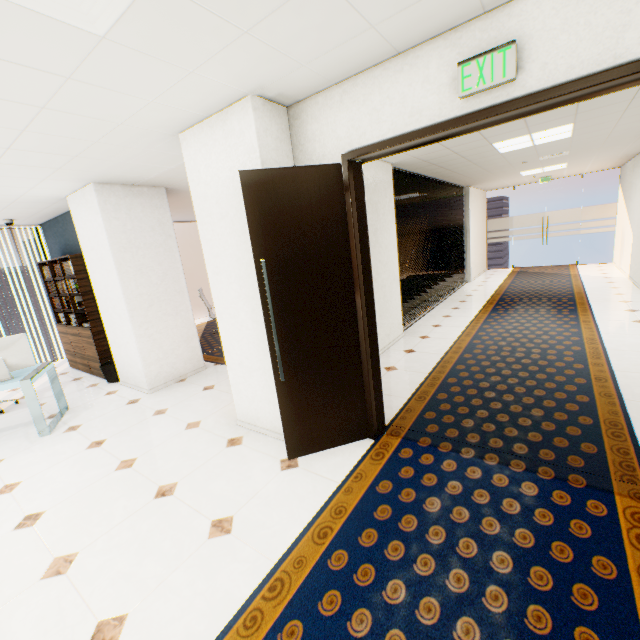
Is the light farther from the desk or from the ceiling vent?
the desk

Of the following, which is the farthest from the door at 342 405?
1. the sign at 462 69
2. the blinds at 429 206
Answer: the blinds at 429 206

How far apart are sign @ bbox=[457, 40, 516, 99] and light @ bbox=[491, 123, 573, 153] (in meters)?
3.62

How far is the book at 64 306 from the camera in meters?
5.4 m

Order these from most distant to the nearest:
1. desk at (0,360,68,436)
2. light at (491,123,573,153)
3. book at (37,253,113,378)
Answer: book at (37,253,113,378) → light at (491,123,573,153) → desk at (0,360,68,436)

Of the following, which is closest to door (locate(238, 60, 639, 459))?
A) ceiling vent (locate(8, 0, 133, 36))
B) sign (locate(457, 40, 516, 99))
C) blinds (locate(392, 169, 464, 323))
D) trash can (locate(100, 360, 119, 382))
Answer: sign (locate(457, 40, 516, 99))

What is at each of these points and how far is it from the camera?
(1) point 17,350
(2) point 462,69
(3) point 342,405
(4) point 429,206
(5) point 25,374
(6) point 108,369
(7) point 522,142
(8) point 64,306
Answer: (1) monitor, 3.9m
(2) sign, 1.9m
(3) door, 2.9m
(4) blinds, 7.5m
(5) desk, 4.0m
(6) trash can, 5.4m
(7) light, 5.0m
(8) book, 6.1m

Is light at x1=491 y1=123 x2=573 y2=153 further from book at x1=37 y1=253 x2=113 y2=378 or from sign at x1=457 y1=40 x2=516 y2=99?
book at x1=37 y1=253 x2=113 y2=378
